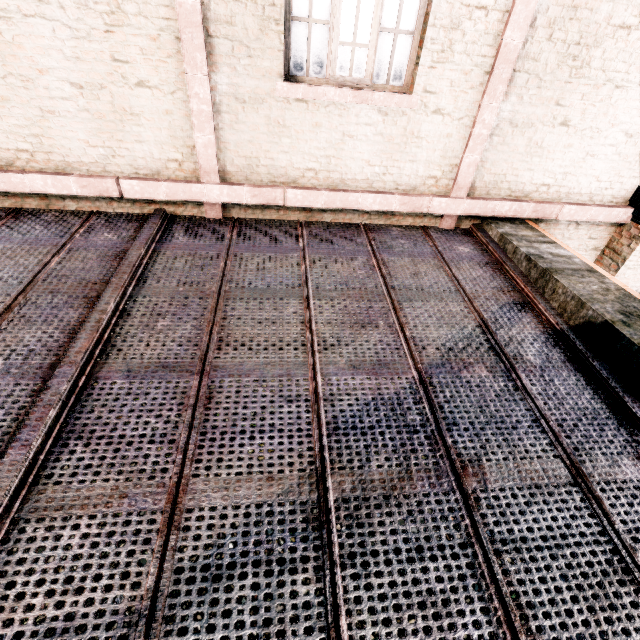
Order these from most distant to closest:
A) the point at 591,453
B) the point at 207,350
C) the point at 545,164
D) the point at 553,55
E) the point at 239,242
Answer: the point at 545,164 < the point at 239,242 < the point at 553,55 < the point at 207,350 < the point at 591,453
